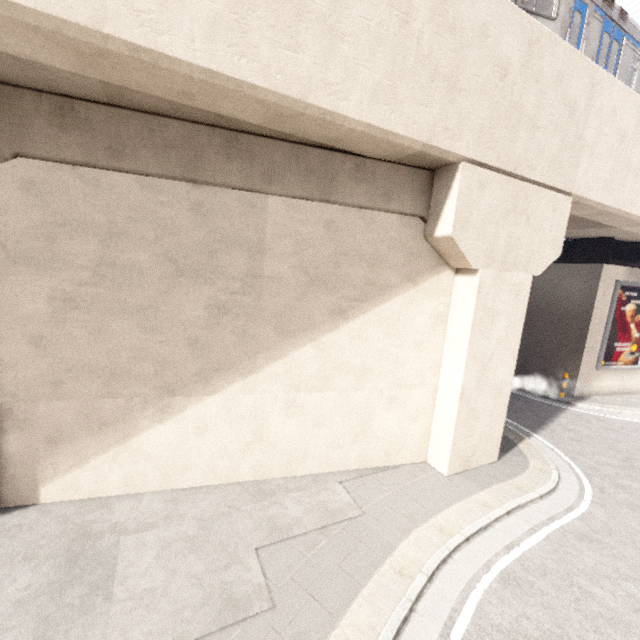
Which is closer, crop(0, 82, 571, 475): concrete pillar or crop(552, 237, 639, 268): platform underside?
crop(0, 82, 571, 475): concrete pillar

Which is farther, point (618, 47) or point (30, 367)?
point (618, 47)

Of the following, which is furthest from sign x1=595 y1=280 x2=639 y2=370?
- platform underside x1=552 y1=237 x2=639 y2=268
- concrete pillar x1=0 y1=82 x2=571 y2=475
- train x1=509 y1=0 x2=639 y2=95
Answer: concrete pillar x1=0 y1=82 x2=571 y2=475

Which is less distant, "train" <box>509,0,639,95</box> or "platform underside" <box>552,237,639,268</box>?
"train" <box>509,0,639,95</box>

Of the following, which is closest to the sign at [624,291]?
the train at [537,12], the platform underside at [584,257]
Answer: the platform underside at [584,257]

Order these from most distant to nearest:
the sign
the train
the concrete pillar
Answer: the sign → the train → the concrete pillar

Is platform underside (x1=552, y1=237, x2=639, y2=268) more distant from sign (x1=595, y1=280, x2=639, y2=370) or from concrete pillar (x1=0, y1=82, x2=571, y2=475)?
concrete pillar (x1=0, y1=82, x2=571, y2=475)

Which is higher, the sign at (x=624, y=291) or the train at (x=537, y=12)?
the train at (x=537, y=12)
